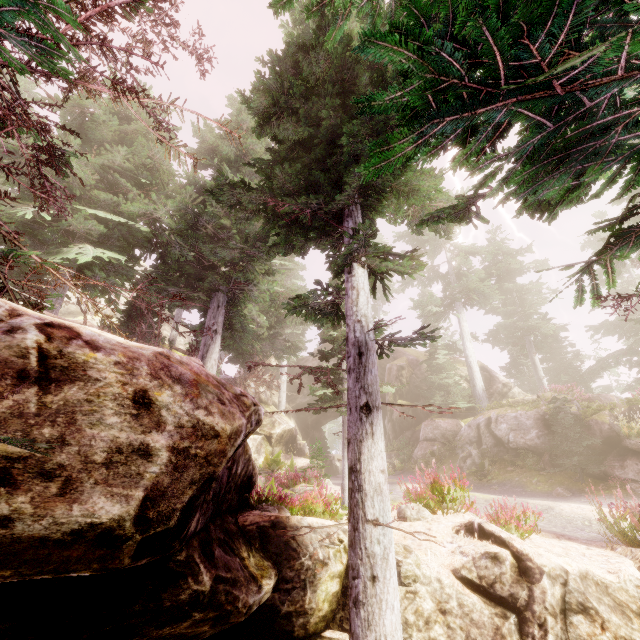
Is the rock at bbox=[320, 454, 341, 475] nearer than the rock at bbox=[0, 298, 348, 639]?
No

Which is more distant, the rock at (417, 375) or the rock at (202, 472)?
the rock at (417, 375)

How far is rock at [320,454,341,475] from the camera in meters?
34.9 m

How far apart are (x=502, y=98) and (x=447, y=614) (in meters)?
7.06

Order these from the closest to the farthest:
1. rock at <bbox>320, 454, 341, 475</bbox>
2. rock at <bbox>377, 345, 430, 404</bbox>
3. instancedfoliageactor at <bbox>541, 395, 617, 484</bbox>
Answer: instancedfoliageactor at <bbox>541, 395, 617, 484</bbox> → rock at <bbox>377, 345, 430, 404</bbox> → rock at <bbox>320, 454, 341, 475</bbox>

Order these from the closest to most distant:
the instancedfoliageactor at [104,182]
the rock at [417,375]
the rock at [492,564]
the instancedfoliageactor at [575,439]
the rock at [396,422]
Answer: the instancedfoliageactor at [104,182]
the rock at [492,564]
the instancedfoliageactor at [575,439]
the rock at [396,422]
the rock at [417,375]

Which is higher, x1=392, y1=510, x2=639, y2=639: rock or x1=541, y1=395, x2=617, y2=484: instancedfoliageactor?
x1=541, y1=395, x2=617, y2=484: instancedfoliageactor

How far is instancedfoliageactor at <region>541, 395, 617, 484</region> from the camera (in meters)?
12.95
